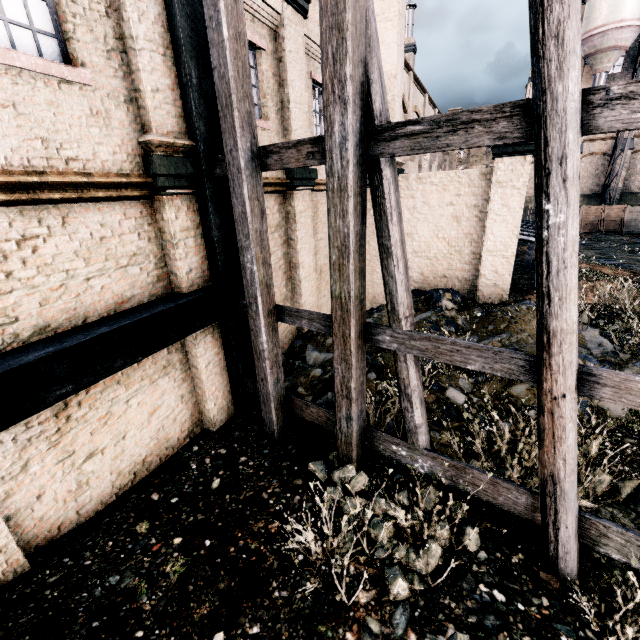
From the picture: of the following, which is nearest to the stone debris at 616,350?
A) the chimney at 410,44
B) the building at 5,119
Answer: the building at 5,119

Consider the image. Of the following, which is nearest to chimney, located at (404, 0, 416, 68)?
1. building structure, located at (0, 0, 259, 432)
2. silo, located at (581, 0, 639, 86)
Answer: silo, located at (581, 0, 639, 86)

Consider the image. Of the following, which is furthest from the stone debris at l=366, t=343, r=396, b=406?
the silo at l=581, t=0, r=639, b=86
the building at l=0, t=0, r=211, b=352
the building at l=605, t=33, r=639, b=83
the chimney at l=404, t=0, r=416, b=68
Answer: the building at l=605, t=33, r=639, b=83

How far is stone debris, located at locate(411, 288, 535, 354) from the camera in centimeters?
966cm

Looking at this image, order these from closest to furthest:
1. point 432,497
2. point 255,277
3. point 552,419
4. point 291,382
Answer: point 552,419
point 432,497
point 255,277
point 291,382

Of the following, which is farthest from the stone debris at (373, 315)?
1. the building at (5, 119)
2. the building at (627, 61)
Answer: the building at (627, 61)

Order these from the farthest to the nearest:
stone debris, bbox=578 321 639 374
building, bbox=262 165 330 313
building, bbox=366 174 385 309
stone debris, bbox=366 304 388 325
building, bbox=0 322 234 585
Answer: building, bbox=366 174 385 309, stone debris, bbox=366 304 388 325, building, bbox=262 165 330 313, stone debris, bbox=578 321 639 374, building, bbox=0 322 234 585

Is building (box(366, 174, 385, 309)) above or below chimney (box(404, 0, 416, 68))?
below
